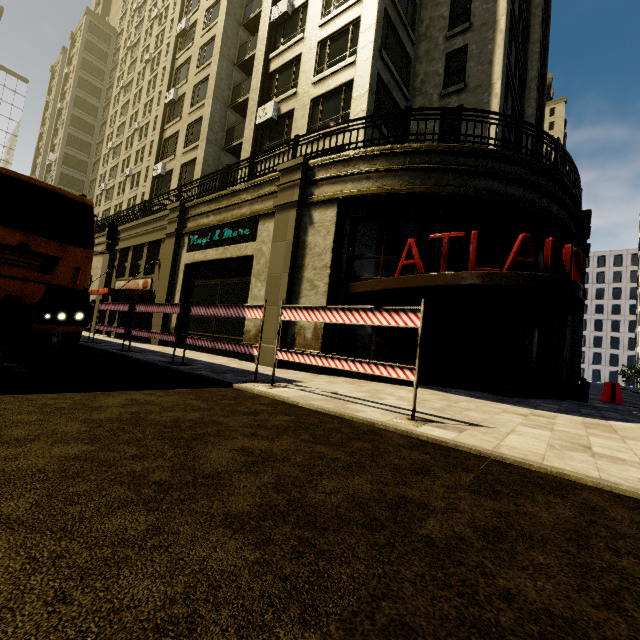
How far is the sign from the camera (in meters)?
12.39

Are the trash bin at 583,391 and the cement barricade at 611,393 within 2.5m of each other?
yes

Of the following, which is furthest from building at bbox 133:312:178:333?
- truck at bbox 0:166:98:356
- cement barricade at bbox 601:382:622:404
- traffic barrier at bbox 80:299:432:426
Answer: truck at bbox 0:166:98:356

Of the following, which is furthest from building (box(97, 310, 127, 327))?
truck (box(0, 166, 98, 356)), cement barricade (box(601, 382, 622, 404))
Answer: truck (box(0, 166, 98, 356))

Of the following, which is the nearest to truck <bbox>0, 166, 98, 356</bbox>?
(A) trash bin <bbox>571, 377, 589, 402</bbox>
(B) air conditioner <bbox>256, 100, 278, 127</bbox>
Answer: (B) air conditioner <bbox>256, 100, 278, 127</bbox>

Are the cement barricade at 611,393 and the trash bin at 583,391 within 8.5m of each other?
yes

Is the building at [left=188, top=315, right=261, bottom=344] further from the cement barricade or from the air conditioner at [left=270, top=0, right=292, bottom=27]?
the cement barricade

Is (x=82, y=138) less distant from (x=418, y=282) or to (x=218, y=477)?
(x=418, y=282)
